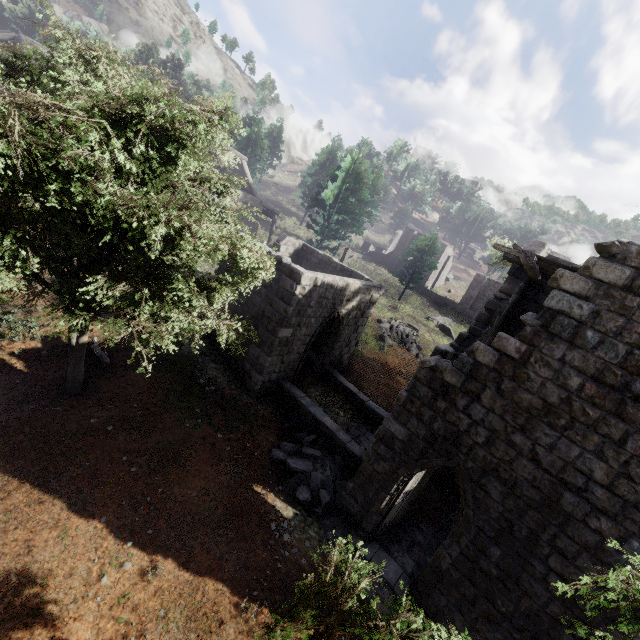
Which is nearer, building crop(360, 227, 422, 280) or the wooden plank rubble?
the wooden plank rubble

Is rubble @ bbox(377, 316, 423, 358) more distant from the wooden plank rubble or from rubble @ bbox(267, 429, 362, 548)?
the wooden plank rubble

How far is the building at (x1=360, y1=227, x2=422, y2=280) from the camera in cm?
4275

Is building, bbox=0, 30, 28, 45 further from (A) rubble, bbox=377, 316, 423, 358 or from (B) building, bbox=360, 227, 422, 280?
(B) building, bbox=360, 227, 422, 280

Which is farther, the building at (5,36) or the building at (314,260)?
the building at (5,36)

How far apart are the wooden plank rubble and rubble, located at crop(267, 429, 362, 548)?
7.5 meters

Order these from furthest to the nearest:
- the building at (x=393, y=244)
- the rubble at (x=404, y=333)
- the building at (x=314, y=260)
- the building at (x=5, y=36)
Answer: the building at (x=393, y=244), the building at (x=5, y=36), the rubble at (x=404, y=333), the building at (x=314, y=260)

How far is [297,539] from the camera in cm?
844
